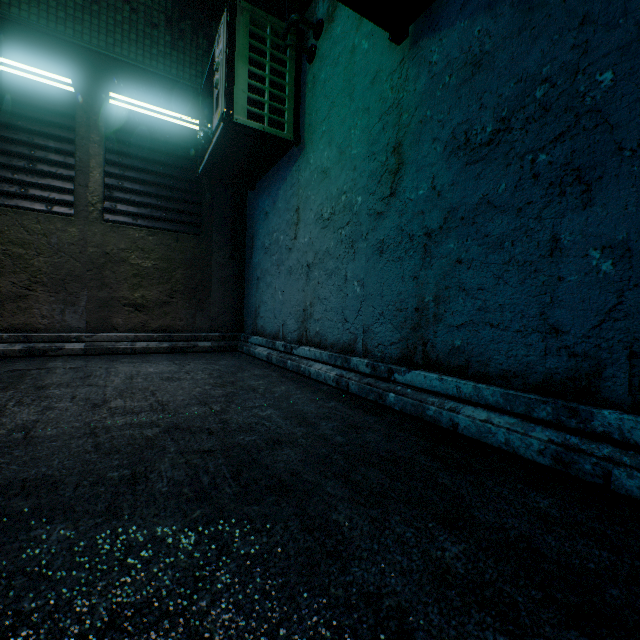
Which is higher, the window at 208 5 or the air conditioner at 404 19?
the window at 208 5

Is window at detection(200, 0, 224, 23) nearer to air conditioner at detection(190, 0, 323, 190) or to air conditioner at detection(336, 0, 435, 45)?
air conditioner at detection(190, 0, 323, 190)

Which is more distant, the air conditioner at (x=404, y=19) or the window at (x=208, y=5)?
the window at (x=208, y=5)

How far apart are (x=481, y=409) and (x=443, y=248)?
0.70m

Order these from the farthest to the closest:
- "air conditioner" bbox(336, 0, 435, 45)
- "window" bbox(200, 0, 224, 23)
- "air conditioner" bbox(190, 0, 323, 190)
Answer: "window" bbox(200, 0, 224, 23), "air conditioner" bbox(190, 0, 323, 190), "air conditioner" bbox(336, 0, 435, 45)

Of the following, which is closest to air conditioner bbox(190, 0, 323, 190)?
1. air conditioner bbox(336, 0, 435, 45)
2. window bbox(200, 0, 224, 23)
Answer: air conditioner bbox(336, 0, 435, 45)

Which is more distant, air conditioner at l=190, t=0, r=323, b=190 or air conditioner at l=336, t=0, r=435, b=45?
air conditioner at l=190, t=0, r=323, b=190
